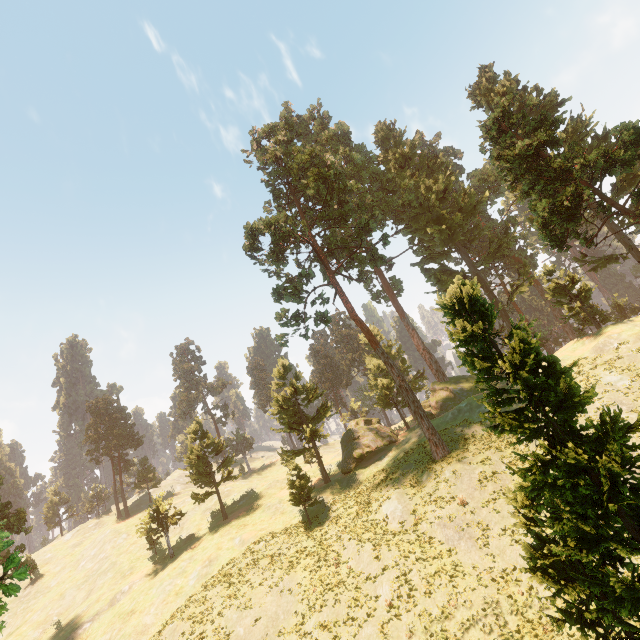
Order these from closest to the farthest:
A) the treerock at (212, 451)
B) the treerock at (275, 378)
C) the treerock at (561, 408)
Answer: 1. the treerock at (561, 408)
2. the treerock at (275, 378)
3. the treerock at (212, 451)

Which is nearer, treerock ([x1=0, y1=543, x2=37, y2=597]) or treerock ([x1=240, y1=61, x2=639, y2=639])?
treerock ([x1=0, y1=543, x2=37, y2=597])

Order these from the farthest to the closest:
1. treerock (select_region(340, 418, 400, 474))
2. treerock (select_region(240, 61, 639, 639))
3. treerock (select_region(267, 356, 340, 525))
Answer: treerock (select_region(340, 418, 400, 474)), treerock (select_region(267, 356, 340, 525)), treerock (select_region(240, 61, 639, 639))

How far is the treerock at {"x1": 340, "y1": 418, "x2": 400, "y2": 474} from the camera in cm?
3872

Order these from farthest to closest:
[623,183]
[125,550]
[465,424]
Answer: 1. [125,550]
2. [465,424]
3. [623,183]

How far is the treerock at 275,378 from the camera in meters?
33.5 m
